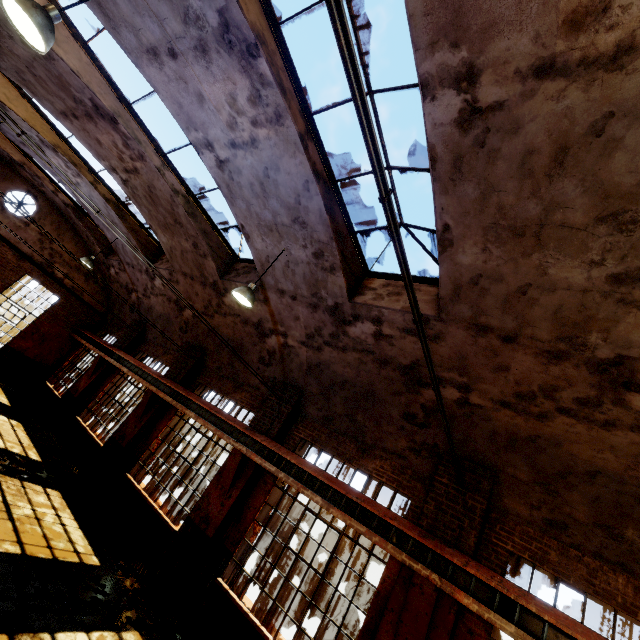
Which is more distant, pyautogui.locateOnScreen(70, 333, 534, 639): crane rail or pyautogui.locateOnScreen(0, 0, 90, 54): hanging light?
pyautogui.locateOnScreen(70, 333, 534, 639): crane rail

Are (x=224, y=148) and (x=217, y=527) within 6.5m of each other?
no

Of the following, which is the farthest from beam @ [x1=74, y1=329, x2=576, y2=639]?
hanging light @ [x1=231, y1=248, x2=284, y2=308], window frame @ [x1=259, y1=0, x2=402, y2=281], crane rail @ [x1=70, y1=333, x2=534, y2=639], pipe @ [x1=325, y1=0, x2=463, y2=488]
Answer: window frame @ [x1=259, y1=0, x2=402, y2=281]

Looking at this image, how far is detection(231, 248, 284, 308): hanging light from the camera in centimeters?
671cm

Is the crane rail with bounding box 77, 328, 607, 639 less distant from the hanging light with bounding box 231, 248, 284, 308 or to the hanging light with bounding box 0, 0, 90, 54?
the hanging light with bounding box 231, 248, 284, 308

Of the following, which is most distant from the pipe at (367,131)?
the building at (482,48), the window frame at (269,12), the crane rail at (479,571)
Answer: the window frame at (269,12)

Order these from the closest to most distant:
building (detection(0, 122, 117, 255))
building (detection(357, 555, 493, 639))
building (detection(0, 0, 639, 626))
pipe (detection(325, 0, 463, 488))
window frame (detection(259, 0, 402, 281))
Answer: pipe (detection(325, 0, 463, 488)) → building (detection(0, 0, 639, 626)) → window frame (detection(259, 0, 402, 281)) → building (detection(357, 555, 493, 639)) → building (detection(0, 122, 117, 255))

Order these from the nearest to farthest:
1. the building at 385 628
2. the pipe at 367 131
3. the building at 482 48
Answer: the pipe at 367 131
the building at 482 48
the building at 385 628
